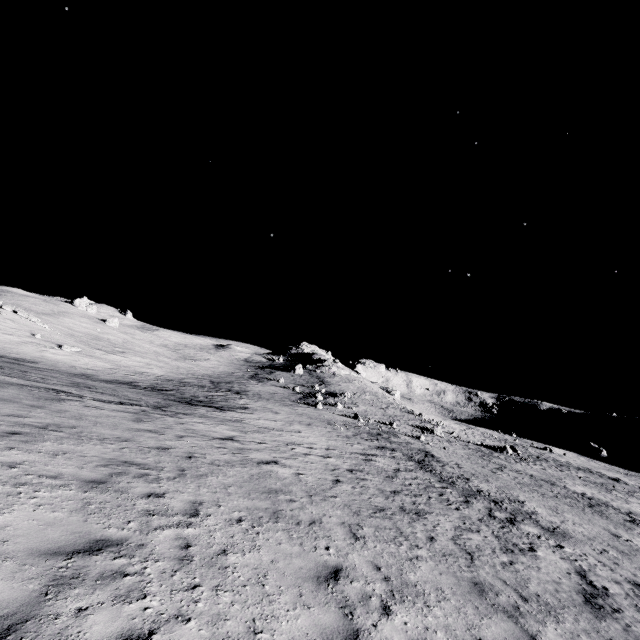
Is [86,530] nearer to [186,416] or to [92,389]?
[186,416]
